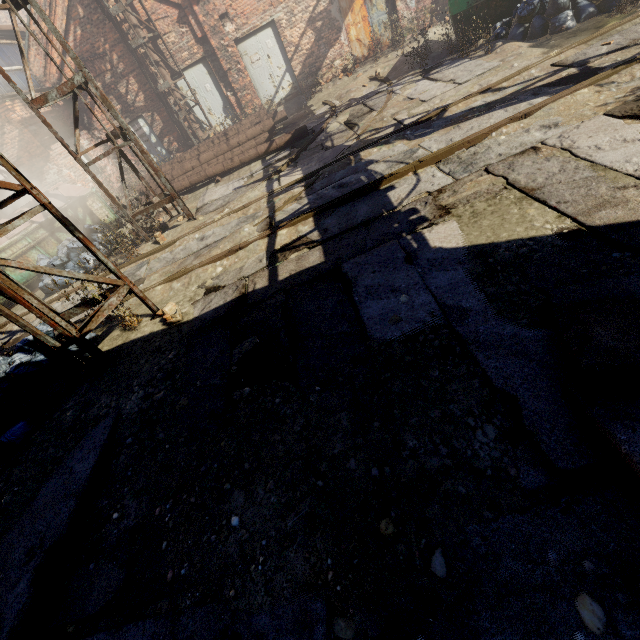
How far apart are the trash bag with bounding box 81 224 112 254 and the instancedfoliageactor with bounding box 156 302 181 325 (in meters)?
4.76

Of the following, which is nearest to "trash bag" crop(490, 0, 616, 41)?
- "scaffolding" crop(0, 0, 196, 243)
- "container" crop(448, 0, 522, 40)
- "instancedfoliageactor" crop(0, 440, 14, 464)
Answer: "container" crop(448, 0, 522, 40)

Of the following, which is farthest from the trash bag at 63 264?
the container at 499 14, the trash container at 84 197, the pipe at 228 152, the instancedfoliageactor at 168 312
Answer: the container at 499 14

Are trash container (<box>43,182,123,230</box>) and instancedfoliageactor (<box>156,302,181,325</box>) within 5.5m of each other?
no

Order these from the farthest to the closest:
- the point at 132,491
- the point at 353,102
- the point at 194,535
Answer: the point at 353,102 → the point at 132,491 → the point at 194,535

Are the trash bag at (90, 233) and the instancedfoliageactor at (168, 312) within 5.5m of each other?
yes

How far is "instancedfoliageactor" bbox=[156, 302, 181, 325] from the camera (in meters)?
4.67

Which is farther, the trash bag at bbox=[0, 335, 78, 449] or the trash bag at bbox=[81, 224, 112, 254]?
the trash bag at bbox=[81, 224, 112, 254]
